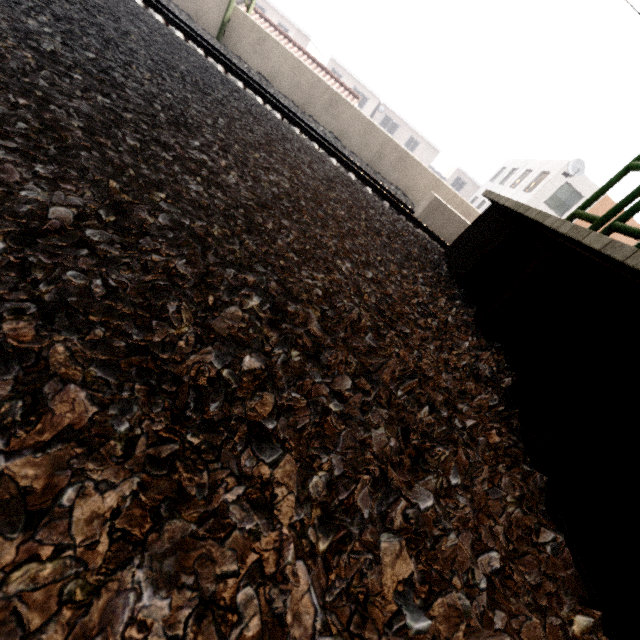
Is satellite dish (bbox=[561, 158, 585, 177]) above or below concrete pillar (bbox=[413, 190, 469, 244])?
above

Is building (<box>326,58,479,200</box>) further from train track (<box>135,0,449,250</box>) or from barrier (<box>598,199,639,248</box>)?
barrier (<box>598,199,639,248</box>)

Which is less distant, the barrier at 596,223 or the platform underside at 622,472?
the platform underside at 622,472

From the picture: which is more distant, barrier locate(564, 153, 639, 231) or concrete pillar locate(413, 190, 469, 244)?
concrete pillar locate(413, 190, 469, 244)

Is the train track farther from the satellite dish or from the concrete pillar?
the satellite dish

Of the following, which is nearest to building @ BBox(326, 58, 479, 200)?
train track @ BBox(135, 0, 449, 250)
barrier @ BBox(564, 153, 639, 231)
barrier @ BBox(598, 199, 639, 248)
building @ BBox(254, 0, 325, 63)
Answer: building @ BBox(254, 0, 325, 63)

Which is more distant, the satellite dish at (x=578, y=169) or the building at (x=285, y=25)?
the building at (x=285, y=25)

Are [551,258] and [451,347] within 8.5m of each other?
yes
